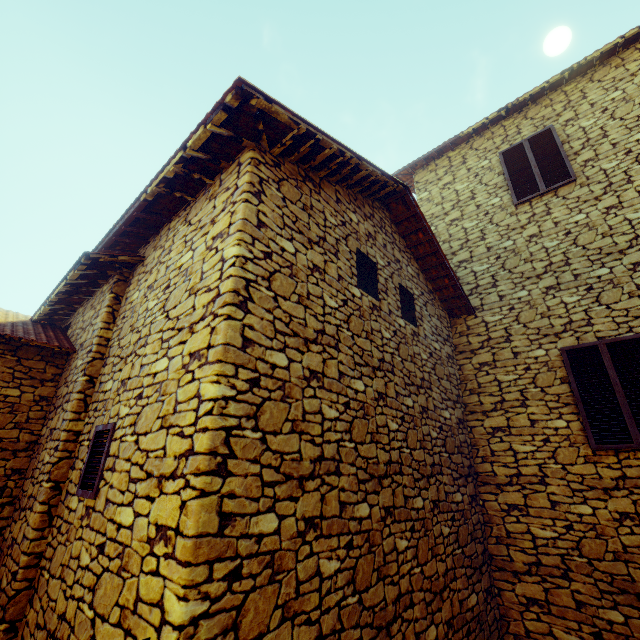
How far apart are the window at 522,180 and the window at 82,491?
8.32m

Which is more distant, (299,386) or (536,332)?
(536,332)

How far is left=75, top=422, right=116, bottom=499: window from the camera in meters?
3.1 m

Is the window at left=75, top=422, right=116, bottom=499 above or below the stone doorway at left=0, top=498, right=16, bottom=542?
above

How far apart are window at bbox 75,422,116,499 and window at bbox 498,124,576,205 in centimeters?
832cm

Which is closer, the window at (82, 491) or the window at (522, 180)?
the window at (82, 491)

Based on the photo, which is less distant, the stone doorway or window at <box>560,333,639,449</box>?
the stone doorway

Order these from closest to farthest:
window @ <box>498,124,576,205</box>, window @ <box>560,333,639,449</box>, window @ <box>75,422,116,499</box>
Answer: window @ <box>75,422,116,499</box>, window @ <box>560,333,639,449</box>, window @ <box>498,124,576,205</box>
